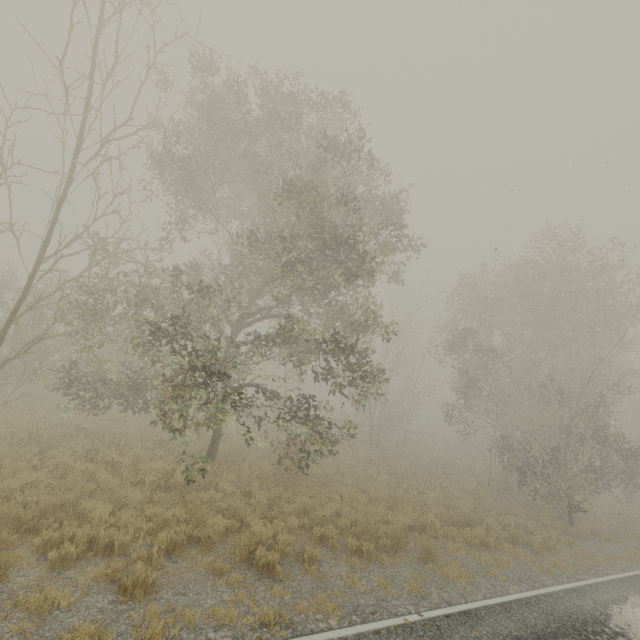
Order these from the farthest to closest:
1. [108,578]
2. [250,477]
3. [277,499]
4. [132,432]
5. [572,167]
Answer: [132,432] < [250,477] < [277,499] < [572,167] < [108,578]

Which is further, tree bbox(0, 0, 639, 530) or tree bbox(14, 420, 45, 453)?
tree bbox(14, 420, 45, 453)

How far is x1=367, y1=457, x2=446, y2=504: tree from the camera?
15.1 meters

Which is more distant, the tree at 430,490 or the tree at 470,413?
the tree at 430,490

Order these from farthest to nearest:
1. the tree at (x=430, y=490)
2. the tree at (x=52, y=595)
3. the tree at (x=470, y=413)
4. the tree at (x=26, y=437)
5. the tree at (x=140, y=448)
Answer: the tree at (x=430, y=490) < the tree at (x=140, y=448) < the tree at (x=26, y=437) < the tree at (x=470, y=413) < the tree at (x=52, y=595)

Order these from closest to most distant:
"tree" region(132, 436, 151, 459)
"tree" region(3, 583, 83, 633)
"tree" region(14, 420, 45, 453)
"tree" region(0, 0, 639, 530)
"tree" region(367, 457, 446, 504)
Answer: "tree" region(3, 583, 83, 633), "tree" region(0, 0, 639, 530), "tree" region(14, 420, 45, 453), "tree" region(132, 436, 151, 459), "tree" region(367, 457, 446, 504)
